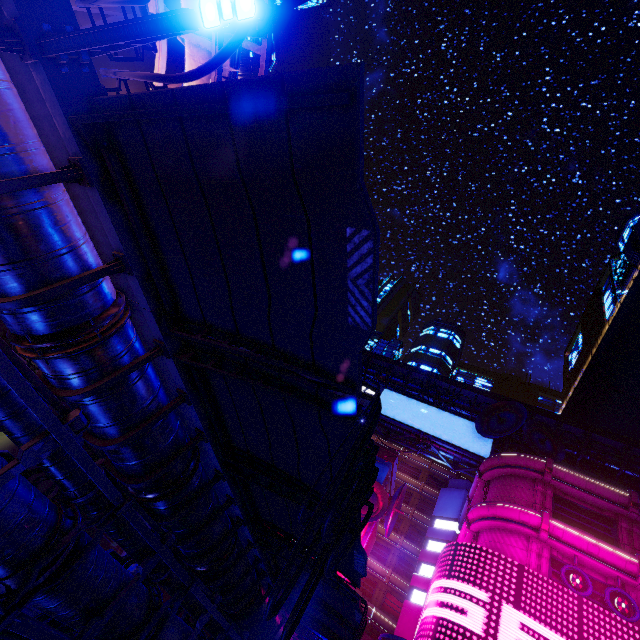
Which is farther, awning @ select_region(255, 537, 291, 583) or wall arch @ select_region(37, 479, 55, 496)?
wall arch @ select_region(37, 479, 55, 496)

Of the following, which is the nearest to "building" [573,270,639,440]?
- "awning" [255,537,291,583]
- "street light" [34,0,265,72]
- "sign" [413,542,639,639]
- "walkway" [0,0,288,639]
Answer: "walkway" [0,0,288,639]

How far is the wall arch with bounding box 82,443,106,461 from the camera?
20.3 meters

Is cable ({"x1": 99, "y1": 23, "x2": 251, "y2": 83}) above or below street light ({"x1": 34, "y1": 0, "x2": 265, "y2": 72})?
above

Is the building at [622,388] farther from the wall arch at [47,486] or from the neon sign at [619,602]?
the wall arch at [47,486]

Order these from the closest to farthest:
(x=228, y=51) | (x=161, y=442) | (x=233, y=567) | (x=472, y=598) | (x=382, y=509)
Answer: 1. (x=228, y=51)
2. (x=161, y=442)
3. (x=233, y=567)
4. (x=472, y=598)
5. (x=382, y=509)

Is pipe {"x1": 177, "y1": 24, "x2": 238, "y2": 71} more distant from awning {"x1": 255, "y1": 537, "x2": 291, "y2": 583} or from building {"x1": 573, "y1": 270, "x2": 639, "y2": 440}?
awning {"x1": 255, "y1": 537, "x2": 291, "y2": 583}

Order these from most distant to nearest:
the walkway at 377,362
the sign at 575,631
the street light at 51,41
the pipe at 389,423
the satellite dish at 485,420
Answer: the walkway at 377,362 → the pipe at 389,423 → the satellite dish at 485,420 → the sign at 575,631 → the street light at 51,41
